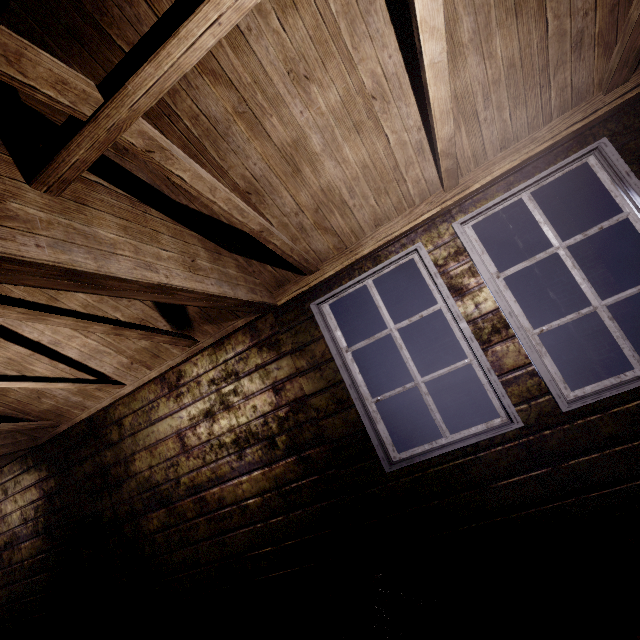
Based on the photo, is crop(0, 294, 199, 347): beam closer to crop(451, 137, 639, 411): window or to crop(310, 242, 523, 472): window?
crop(310, 242, 523, 472): window

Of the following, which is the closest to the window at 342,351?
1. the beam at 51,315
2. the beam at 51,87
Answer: the beam at 51,87

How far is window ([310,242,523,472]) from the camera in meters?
2.0 m

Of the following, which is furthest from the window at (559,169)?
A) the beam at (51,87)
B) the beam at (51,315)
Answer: the beam at (51,315)

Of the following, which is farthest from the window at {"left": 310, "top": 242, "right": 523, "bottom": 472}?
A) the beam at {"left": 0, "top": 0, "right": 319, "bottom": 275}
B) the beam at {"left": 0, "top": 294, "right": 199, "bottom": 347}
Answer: the beam at {"left": 0, "top": 294, "right": 199, "bottom": 347}

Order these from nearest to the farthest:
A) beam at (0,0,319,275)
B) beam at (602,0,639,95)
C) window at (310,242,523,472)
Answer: beam at (0,0,319,275) → beam at (602,0,639,95) → window at (310,242,523,472)

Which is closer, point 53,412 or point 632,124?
point 632,124

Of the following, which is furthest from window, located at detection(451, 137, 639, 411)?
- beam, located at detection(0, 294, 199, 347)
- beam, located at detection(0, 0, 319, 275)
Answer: beam, located at detection(0, 294, 199, 347)
